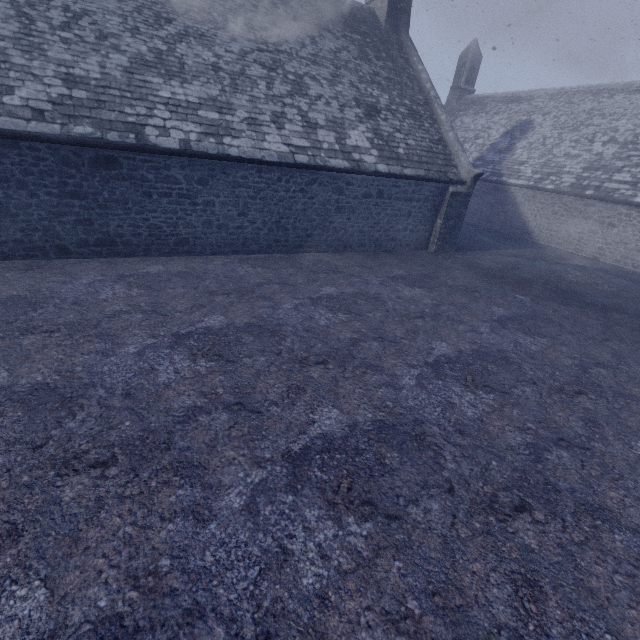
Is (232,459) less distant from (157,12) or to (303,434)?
(303,434)
